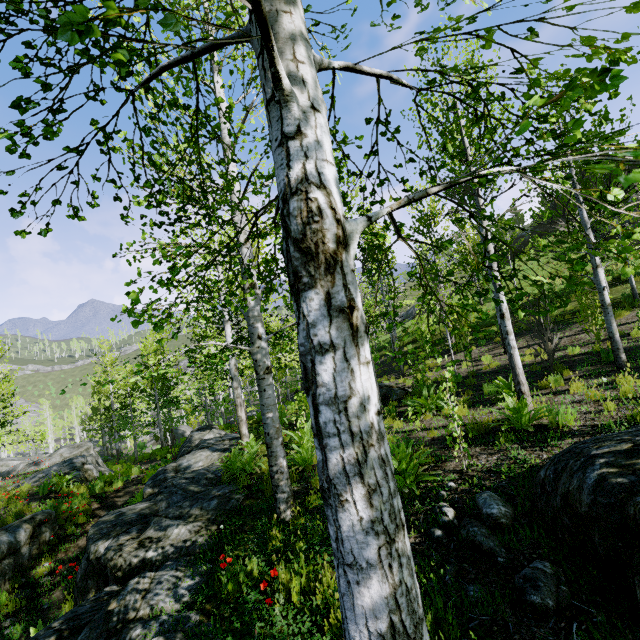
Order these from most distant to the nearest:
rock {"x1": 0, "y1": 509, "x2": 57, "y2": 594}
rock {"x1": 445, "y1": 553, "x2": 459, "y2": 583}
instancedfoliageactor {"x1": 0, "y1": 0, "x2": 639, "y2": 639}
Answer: rock {"x1": 0, "y1": 509, "x2": 57, "y2": 594}
rock {"x1": 445, "y1": 553, "x2": 459, "y2": 583}
instancedfoliageactor {"x1": 0, "y1": 0, "x2": 639, "y2": 639}

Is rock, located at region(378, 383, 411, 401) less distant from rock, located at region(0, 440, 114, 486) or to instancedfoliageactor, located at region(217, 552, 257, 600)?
instancedfoliageactor, located at region(217, 552, 257, 600)

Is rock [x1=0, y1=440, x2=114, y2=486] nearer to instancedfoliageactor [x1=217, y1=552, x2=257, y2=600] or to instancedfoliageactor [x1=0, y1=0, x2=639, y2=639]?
instancedfoliageactor [x1=217, y1=552, x2=257, y2=600]

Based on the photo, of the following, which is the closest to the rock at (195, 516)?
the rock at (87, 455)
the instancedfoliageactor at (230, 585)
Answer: the instancedfoliageactor at (230, 585)

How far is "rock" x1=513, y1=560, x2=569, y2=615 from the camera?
2.5m

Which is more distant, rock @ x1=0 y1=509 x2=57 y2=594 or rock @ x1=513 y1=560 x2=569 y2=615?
rock @ x1=0 y1=509 x2=57 y2=594

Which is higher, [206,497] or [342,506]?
[342,506]

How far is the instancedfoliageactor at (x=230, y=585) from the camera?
3.77m
